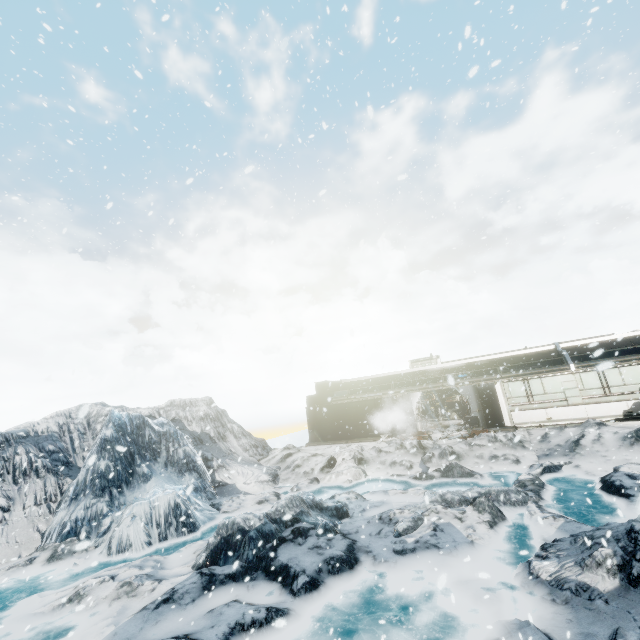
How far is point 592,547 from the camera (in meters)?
6.52
